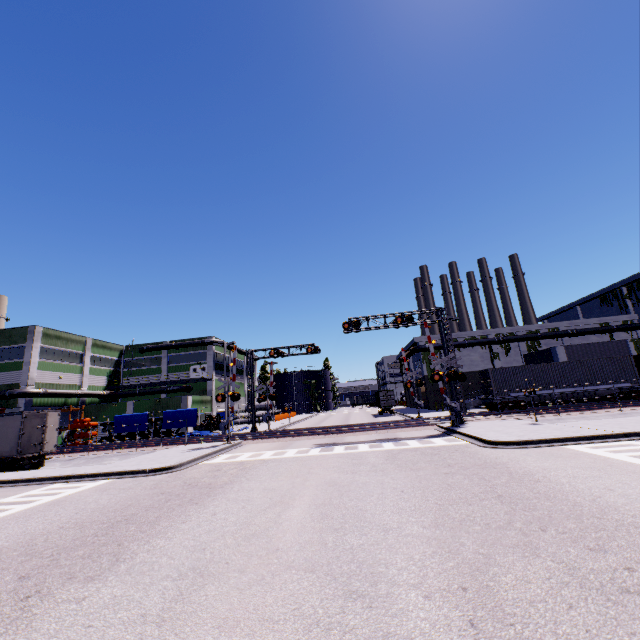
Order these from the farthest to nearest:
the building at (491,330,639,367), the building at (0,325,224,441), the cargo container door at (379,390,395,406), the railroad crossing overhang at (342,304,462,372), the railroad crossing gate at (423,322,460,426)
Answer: the cargo container door at (379,390,395,406) → the building at (0,325,224,441) → the building at (491,330,639,367) → the railroad crossing overhang at (342,304,462,372) → the railroad crossing gate at (423,322,460,426)

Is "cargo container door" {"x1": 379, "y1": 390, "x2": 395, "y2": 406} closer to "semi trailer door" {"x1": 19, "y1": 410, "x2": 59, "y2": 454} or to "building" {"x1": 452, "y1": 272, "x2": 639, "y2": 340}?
"building" {"x1": 452, "y1": 272, "x2": 639, "y2": 340}

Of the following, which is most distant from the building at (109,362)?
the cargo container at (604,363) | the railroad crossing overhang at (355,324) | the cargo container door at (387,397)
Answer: the railroad crossing overhang at (355,324)

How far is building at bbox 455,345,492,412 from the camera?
42.3 meters

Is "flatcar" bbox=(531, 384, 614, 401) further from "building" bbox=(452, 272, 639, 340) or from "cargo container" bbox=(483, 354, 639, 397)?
"building" bbox=(452, 272, 639, 340)

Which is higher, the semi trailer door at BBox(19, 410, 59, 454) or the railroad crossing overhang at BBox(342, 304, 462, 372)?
the railroad crossing overhang at BBox(342, 304, 462, 372)

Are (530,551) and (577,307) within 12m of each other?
no

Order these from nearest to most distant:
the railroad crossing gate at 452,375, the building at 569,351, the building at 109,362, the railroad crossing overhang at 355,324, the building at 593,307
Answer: the railroad crossing gate at 452,375, the railroad crossing overhang at 355,324, the building at 569,351, the building at 109,362, the building at 593,307
